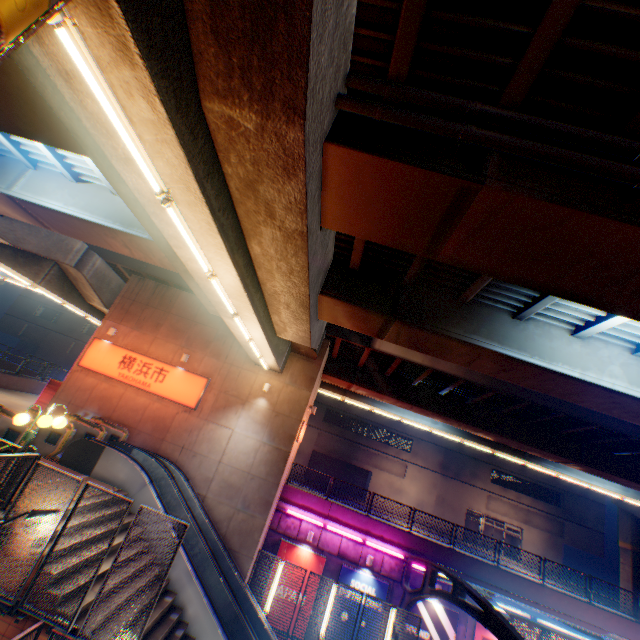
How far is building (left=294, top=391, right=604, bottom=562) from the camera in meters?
36.2 m

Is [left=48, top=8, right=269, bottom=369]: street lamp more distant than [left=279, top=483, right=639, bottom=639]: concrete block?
No

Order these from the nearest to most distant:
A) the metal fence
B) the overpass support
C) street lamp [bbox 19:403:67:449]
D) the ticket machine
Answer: the overpass support → the metal fence → street lamp [bbox 19:403:67:449] → the ticket machine

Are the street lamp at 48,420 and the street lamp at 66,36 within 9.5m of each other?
yes

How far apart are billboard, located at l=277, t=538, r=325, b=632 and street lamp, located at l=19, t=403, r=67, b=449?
14.13m

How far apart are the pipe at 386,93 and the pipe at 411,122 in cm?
28

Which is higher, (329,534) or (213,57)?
(213,57)

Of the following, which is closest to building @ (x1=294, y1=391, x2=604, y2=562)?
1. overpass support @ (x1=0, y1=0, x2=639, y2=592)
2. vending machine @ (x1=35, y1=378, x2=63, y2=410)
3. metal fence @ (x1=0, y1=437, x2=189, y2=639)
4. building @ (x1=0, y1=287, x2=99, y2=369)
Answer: building @ (x1=0, y1=287, x2=99, y2=369)
